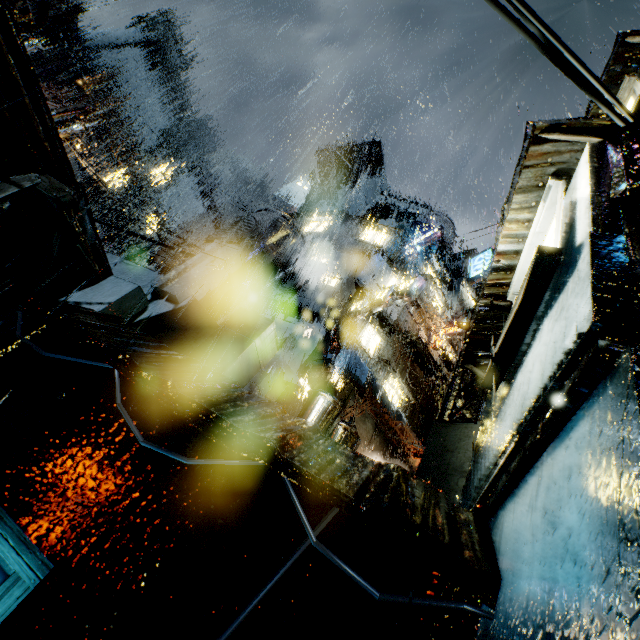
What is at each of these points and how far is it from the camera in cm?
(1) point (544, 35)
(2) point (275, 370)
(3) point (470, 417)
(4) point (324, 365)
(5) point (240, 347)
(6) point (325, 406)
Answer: (1) power line, 324
(2) cloth, 1330
(3) support beam, 745
(4) sign, 1555
(5) bridge, 563
(6) trash can, 570

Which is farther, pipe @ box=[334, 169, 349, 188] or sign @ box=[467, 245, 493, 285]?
pipe @ box=[334, 169, 349, 188]

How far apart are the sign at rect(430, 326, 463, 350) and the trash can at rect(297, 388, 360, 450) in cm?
1923

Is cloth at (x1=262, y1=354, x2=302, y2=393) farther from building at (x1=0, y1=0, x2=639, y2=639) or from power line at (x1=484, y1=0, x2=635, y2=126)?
power line at (x1=484, y1=0, x2=635, y2=126)

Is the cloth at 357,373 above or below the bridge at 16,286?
above

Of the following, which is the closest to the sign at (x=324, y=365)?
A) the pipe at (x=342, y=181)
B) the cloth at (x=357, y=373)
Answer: the cloth at (x=357, y=373)

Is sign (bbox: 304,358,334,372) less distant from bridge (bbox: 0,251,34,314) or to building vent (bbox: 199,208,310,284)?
building vent (bbox: 199,208,310,284)

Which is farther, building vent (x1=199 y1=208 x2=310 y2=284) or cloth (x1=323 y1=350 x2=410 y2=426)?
building vent (x1=199 y1=208 x2=310 y2=284)
